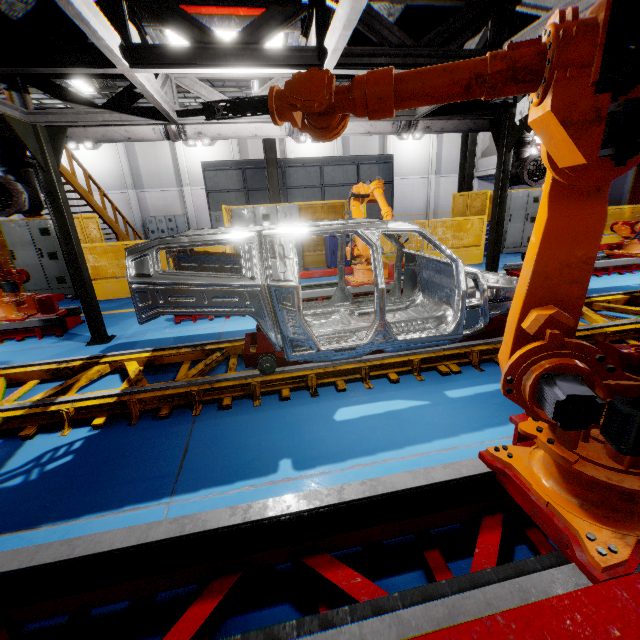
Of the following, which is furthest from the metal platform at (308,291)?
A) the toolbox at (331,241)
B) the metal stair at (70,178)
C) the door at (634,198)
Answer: the door at (634,198)

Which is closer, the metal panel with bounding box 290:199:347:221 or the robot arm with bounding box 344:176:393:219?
the robot arm with bounding box 344:176:393:219

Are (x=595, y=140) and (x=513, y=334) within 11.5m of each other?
yes

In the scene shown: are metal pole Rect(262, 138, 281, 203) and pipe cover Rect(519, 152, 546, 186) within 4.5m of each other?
no

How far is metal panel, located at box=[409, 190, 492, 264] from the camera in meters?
10.0 m

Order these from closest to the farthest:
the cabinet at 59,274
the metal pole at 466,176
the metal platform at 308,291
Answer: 1. the metal platform at 308,291
2. the cabinet at 59,274
3. the metal pole at 466,176

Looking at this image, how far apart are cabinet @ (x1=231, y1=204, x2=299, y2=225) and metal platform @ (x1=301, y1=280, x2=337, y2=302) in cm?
303

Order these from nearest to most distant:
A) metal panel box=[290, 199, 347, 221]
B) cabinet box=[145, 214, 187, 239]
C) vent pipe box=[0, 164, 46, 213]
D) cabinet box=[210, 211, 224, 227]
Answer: vent pipe box=[0, 164, 46, 213] < metal panel box=[290, 199, 347, 221] < cabinet box=[210, 211, 224, 227] < cabinet box=[145, 214, 187, 239]
